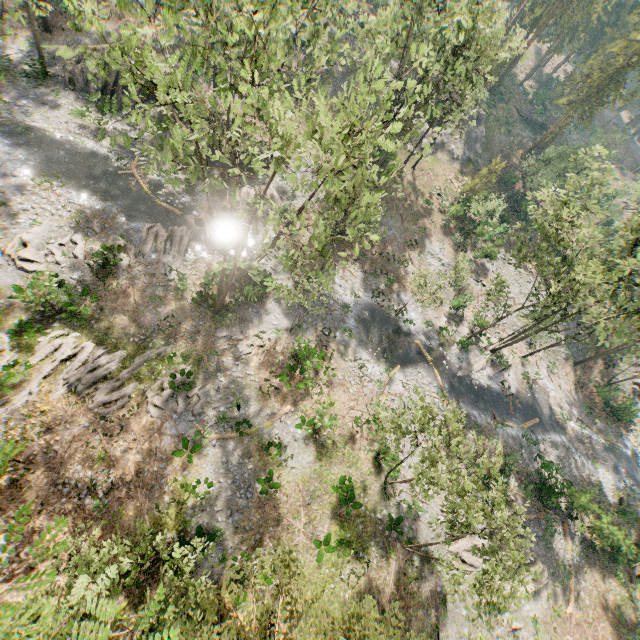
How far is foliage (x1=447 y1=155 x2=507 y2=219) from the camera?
36.94m

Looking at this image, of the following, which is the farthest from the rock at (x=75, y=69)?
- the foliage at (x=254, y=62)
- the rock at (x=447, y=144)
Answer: the rock at (x=447, y=144)

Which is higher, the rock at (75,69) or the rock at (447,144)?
the rock at (447,144)

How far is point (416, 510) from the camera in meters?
23.3 m

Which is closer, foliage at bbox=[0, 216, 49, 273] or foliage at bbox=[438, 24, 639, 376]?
foliage at bbox=[0, 216, 49, 273]

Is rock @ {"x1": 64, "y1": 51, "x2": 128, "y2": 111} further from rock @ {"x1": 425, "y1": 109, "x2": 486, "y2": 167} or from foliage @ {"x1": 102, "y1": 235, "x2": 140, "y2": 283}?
rock @ {"x1": 425, "y1": 109, "x2": 486, "y2": 167}
